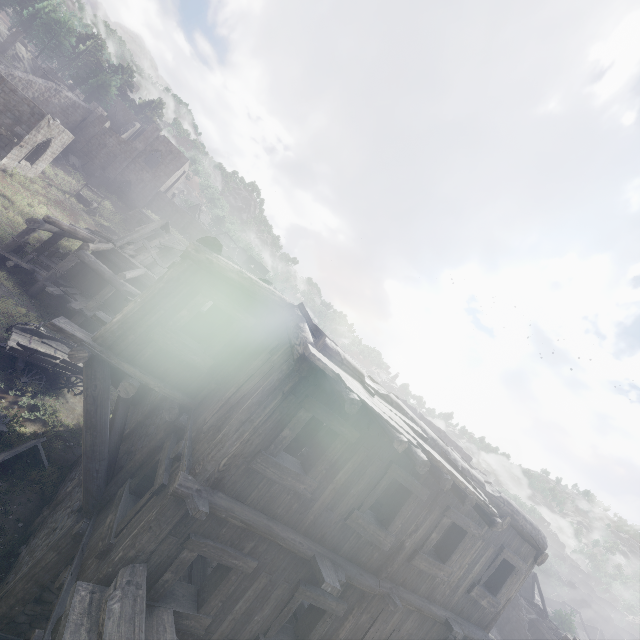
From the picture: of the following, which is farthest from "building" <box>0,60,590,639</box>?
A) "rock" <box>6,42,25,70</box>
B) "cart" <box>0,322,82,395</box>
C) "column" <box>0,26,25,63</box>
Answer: "column" <box>0,26,25,63</box>

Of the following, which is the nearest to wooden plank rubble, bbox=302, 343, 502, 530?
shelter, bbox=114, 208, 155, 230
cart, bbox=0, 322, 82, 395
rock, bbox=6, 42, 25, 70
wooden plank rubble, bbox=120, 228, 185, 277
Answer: cart, bbox=0, 322, 82, 395

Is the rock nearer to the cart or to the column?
the column

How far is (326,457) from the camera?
5.6m

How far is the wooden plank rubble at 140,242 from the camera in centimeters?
2015cm

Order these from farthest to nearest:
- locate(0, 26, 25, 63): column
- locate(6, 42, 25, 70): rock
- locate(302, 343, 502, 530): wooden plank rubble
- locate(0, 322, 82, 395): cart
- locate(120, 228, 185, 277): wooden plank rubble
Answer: locate(6, 42, 25, 70): rock
locate(0, 26, 25, 63): column
locate(120, 228, 185, 277): wooden plank rubble
locate(0, 322, 82, 395): cart
locate(302, 343, 502, 530): wooden plank rubble

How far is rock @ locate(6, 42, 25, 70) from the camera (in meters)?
58.03

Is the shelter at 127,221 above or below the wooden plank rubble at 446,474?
below
